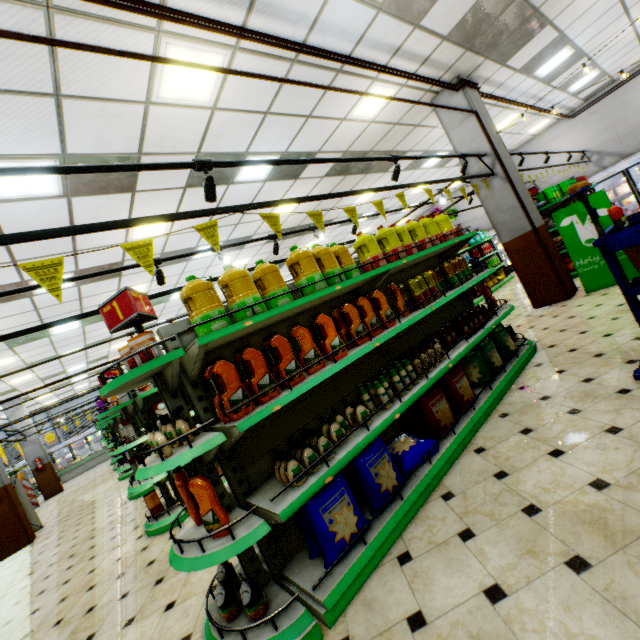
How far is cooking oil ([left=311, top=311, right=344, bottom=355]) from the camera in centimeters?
264cm

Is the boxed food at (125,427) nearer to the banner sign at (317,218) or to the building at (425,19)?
the building at (425,19)

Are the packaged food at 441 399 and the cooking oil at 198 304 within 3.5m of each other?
yes

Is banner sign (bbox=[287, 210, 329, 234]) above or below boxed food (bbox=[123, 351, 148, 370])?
above

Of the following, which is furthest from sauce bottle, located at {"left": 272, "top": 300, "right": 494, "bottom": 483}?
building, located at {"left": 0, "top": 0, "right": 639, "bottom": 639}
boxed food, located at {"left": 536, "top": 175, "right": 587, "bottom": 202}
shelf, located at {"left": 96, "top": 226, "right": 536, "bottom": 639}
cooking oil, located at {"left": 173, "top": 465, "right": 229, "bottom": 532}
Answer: boxed food, located at {"left": 536, "top": 175, "right": 587, "bottom": 202}

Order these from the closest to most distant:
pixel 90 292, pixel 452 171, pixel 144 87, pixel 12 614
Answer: pixel 144 87, pixel 12 614, pixel 90 292, pixel 452 171

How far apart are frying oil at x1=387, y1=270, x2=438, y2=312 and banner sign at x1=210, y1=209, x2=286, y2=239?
1.5 meters

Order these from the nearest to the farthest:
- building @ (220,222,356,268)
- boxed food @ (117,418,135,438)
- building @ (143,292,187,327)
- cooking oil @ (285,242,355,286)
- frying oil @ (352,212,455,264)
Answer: cooking oil @ (285,242,355,286), frying oil @ (352,212,455,264), boxed food @ (117,418,135,438), building @ (220,222,356,268), building @ (143,292,187,327)
